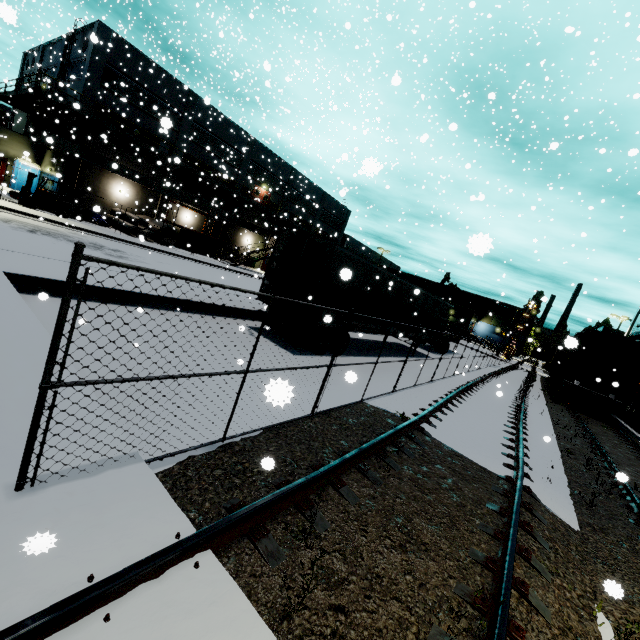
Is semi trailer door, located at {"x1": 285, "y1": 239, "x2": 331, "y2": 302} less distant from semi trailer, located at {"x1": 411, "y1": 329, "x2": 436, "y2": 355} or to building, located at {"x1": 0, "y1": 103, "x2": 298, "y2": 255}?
semi trailer, located at {"x1": 411, "y1": 329, "x2": 436, "y2": 355}

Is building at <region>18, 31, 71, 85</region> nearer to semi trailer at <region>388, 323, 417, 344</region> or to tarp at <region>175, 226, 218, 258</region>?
semi trailer at <region>388, 323, 417, 344</region>

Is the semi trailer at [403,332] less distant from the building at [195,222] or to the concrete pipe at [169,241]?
the building at [195,222]

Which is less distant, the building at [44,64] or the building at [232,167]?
the building at [232,167]

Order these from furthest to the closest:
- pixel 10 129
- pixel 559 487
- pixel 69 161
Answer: pixel 10 129 < pixel 69 161 < pixel 559 487

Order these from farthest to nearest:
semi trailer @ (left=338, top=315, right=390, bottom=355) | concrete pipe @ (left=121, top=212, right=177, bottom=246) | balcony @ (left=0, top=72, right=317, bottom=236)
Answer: concrete pipe @ (left=121, top=212, right=177, bottom=246), balcony @ (left=0, top=72, right=317, bottom=236), semi trailer @ (left=338, top=315, right=390, bottom=355)

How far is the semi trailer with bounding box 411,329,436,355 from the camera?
19.58m

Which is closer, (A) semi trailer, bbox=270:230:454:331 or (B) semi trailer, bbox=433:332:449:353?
(A) semi trailer, bbox=270:230:454:331
